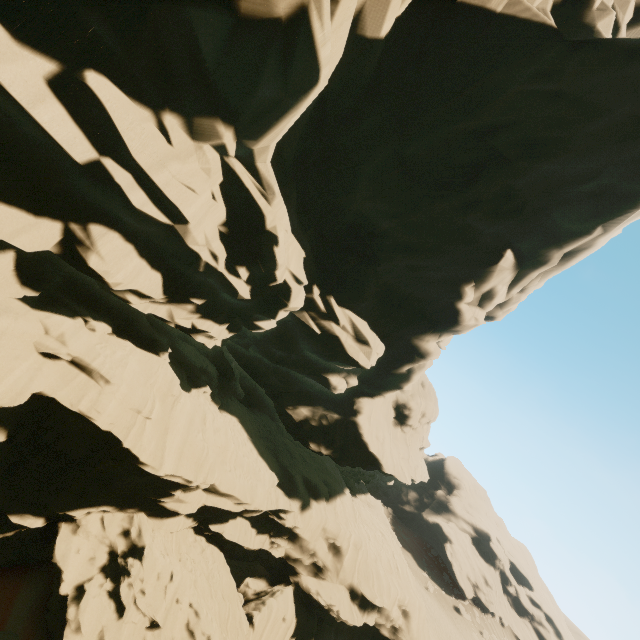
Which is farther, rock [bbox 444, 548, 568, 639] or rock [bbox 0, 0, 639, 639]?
rock [bbox 444, 548, 568, 639]

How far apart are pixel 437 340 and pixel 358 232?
10.9m

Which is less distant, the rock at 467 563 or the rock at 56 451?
the rock at 56 451
